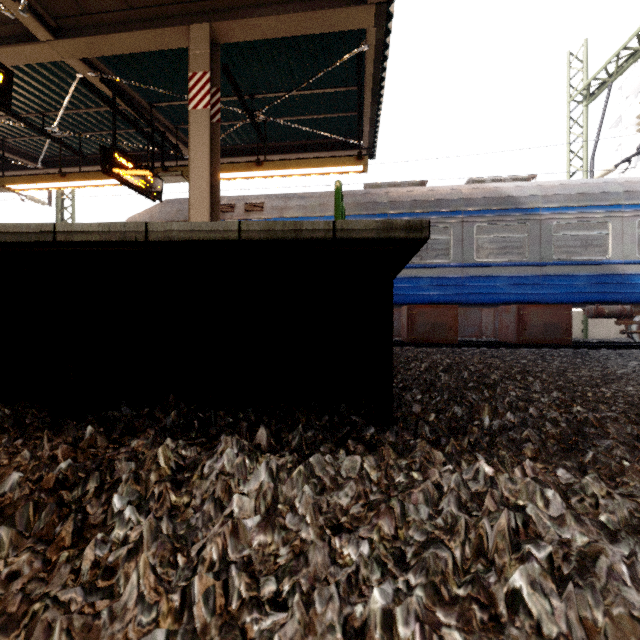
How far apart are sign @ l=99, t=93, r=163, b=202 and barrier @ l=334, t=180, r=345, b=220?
4.5m

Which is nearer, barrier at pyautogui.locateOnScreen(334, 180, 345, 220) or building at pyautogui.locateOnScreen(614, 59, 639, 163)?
barrier at pyautogui.locateOnScreen(334, 180, 345, 220)

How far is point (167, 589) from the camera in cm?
85

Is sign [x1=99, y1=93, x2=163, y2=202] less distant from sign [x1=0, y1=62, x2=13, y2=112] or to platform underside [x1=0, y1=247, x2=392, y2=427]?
sign [x1=0, y1=62, x2=13, y2=112]

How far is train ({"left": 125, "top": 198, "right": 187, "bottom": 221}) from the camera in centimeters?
841cm

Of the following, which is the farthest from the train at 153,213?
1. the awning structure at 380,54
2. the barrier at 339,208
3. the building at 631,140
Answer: the building at 631,140

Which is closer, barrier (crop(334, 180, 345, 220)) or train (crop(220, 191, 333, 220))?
barrier (crop(334, 180, 345, 220))

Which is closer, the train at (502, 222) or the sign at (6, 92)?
the sign at (6, 92)
